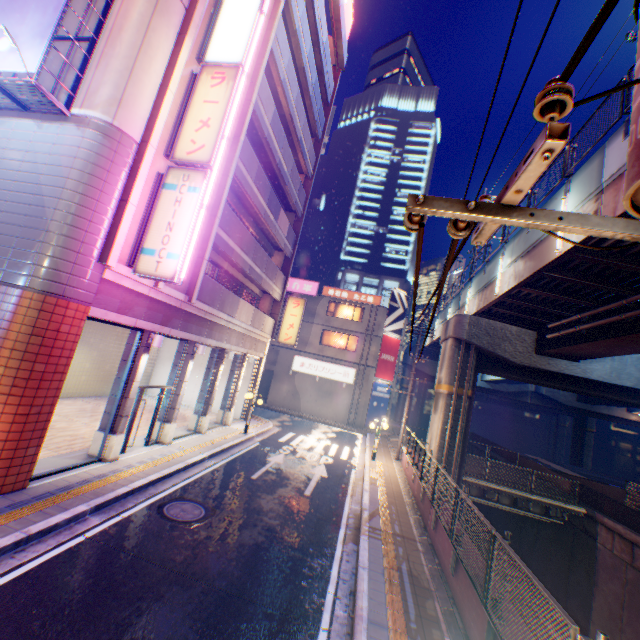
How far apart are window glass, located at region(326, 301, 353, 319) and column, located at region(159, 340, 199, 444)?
20.0m

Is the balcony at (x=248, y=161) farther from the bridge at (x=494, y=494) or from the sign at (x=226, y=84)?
the bridge at (x=494, y=494)

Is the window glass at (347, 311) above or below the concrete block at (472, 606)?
above

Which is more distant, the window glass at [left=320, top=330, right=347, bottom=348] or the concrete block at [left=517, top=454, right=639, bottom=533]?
the window glass at [left=320, top=330, right=347, bottom=348]

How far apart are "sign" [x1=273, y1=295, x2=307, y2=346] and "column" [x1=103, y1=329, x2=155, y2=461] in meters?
11.2 m

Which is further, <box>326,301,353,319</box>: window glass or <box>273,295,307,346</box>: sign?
<box>326,301,353,319</box>: window glass

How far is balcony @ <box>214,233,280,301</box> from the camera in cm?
1339

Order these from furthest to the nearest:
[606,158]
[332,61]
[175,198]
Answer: [332,61] → [175,198] → [606,158]
